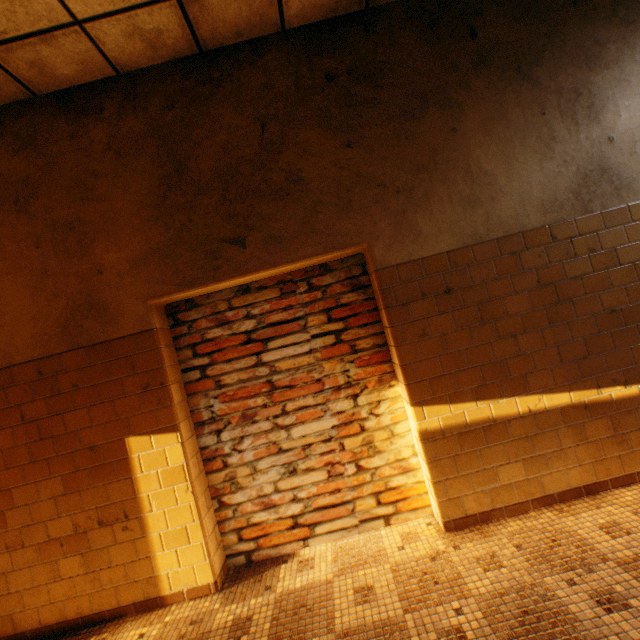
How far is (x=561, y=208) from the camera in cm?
243
